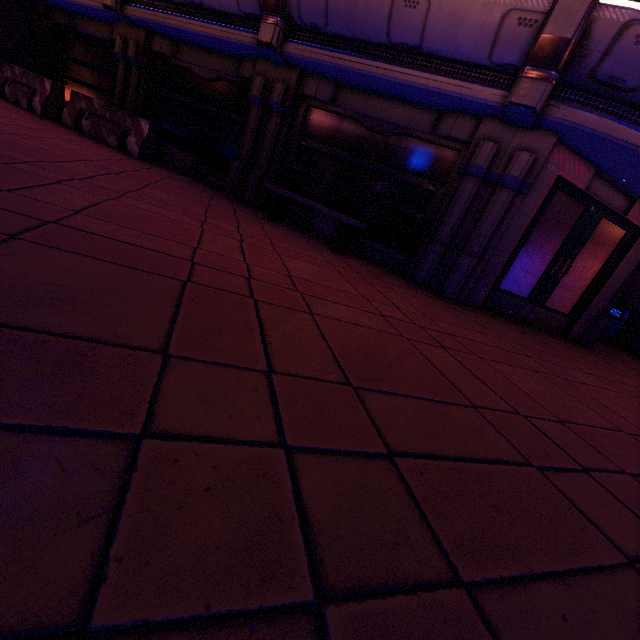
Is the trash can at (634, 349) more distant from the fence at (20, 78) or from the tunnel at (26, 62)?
the tunnel at (26, 62)

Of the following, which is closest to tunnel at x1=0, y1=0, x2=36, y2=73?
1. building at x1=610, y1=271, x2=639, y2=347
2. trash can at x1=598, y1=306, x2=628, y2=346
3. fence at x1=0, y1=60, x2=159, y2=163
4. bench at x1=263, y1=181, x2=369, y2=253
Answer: fence at x1=0, y1=60, x2=159, y2=163

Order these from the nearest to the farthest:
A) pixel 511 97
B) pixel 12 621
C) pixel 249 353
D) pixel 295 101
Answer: pixel 12 621 → pixel 249 353 → pixel 511 97 → pixel 295 101

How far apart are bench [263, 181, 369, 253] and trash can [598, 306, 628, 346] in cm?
934

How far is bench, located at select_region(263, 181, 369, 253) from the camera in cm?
571

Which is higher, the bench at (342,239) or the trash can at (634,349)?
the trash can at (634,349)

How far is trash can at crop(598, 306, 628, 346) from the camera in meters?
10.4 m

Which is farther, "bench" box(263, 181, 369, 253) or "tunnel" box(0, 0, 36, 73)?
"tunnel" box(0, 0, 36, 73)
